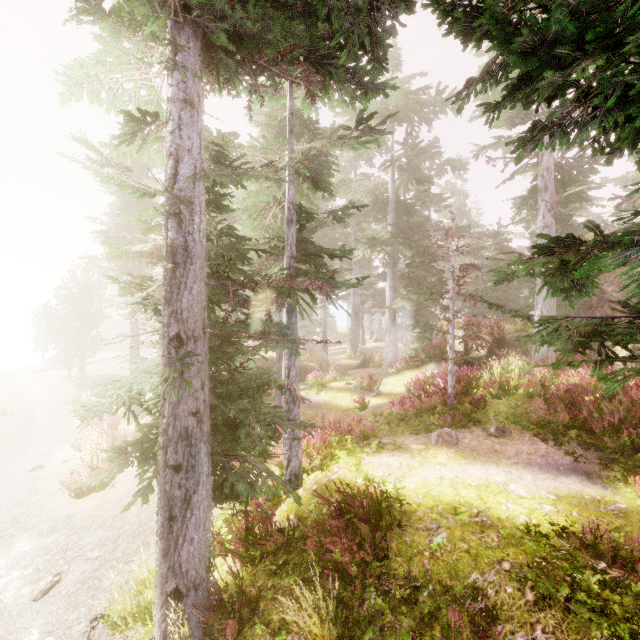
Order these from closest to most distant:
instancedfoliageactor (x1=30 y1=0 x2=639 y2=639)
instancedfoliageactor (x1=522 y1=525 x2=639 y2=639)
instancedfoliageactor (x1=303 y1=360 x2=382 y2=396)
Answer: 1. instancedfoliageactor (x1=30 y1=0 x2=639 y2=639)
2. instancedfoliageactor (x1=522 y1=525 x2=639 y2=639)
3. instancedfoliageactor (x1=303 y1=360 x2=382 y2=396)

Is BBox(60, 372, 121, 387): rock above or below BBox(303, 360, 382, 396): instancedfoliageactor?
below

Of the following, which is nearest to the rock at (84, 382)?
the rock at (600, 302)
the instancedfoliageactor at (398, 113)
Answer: the instancedfoliageactor at (398, 113)

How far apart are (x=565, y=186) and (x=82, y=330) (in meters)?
44.35

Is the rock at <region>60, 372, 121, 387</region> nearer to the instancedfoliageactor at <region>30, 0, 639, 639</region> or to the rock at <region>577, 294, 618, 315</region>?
the instancedfoliageactor at <region>30, 0, 639, 639</region>

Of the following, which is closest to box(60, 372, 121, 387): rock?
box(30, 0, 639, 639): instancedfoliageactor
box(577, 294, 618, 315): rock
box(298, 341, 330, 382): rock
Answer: box(30, 0, 639, 639): instancedfoliageactor

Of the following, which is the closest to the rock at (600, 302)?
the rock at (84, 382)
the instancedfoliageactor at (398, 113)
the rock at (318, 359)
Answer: the instancedfoliageactor at (398, 113)
